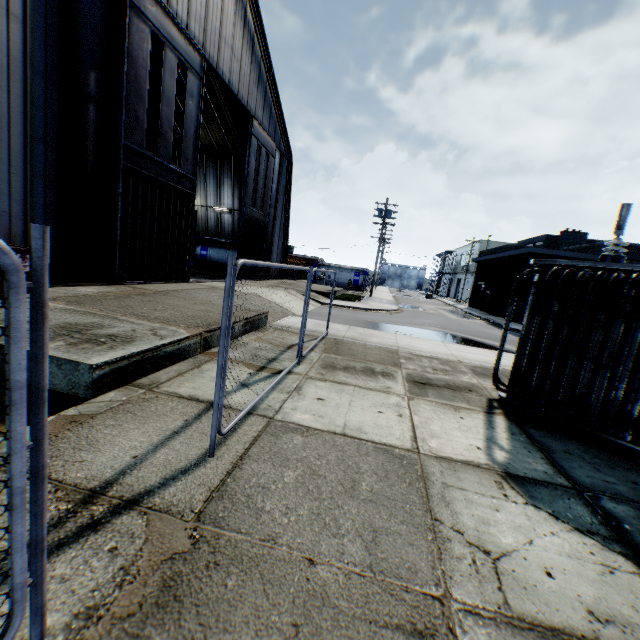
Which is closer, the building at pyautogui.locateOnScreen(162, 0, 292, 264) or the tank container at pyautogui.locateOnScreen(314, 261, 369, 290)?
the building at pyautogui.locateOnScreen(162, 0, 292, 264)

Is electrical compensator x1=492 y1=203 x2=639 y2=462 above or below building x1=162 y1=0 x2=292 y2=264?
below

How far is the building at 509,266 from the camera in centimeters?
2412cm

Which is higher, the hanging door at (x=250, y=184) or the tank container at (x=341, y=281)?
the hanging door at (x=250, y=184)

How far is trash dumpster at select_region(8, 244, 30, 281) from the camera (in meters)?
7.36

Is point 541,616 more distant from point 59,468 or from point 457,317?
point 457,317

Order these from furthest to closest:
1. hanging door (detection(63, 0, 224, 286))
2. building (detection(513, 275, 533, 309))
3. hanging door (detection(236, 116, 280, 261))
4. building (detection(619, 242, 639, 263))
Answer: building (detection(513, 275, 533, 309)) → building (detection(619, 242, 639, 263)) → hanging door (detection(236, 116, 280, 261)) → hanging door (detection(63, 0, 224, 286))

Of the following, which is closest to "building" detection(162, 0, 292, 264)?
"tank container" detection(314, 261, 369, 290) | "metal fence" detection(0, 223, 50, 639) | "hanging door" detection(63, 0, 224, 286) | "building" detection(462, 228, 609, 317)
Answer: "hanging door" detection(63, 0, 224, 286)
